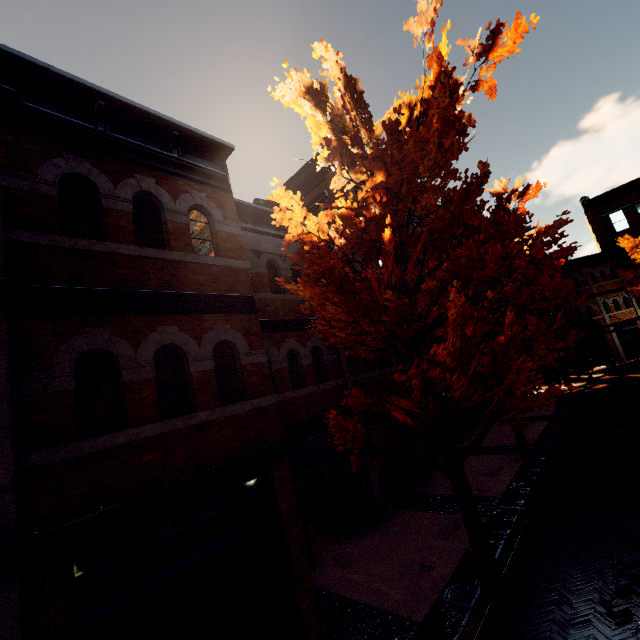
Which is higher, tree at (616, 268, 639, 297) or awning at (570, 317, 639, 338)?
tree at (616, 268, 639, 297)

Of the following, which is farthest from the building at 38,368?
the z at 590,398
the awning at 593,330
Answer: the z at 590,398

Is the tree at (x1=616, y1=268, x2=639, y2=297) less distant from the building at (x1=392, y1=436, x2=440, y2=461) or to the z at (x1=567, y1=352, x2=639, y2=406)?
the building at (x1=392, y1=436, x2=440, y2=461)

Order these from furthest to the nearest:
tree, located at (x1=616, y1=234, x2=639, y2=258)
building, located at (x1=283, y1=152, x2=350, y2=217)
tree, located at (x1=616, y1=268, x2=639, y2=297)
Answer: tree, located at (x1=616, y1=268, x2=639, y2=297) < tree, located at (x1=616, y1=234, x2=639, y2=258) < building, located at (x1=283, y1=152, x2=350, y2=217)

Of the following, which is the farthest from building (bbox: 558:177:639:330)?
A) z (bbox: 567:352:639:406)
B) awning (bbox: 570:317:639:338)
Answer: z (bbox: 567:352:639:406)

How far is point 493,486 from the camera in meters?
9.8

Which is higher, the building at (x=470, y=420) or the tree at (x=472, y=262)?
the tree at (x=472, y=262)

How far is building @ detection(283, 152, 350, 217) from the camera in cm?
1556
